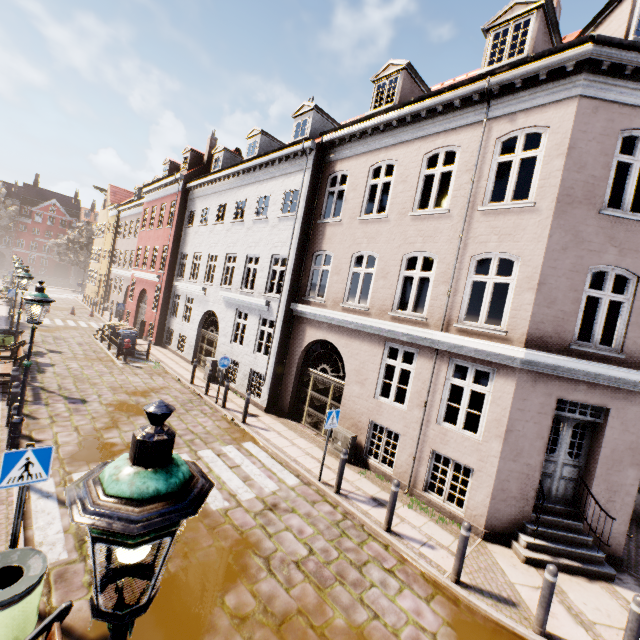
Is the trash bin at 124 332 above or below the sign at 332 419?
below

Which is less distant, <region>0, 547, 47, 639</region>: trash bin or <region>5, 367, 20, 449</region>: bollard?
<region>0, 547, 47, 639</region>: trash bin

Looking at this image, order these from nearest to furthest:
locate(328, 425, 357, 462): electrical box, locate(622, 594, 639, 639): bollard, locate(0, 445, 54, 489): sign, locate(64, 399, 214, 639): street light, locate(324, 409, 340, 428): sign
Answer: locate(64, 399, 214, 639): street light, locate(0, 445, 54, 489): sign, locate(622, 594, 639, 639): bollard, locate(324, 409, 340, 428): sign, locate(328, 425, 357, 462): electrical box

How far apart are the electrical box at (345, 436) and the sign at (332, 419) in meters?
1.5

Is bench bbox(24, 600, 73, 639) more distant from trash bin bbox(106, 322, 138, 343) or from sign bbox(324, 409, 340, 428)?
trash bin bbox(106, 322, 138, 343)

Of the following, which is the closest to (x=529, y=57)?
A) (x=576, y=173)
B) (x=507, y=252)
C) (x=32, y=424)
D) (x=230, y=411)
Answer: (x=576, y=173)

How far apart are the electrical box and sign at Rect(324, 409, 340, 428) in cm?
150

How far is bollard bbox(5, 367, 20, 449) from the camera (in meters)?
6.94
